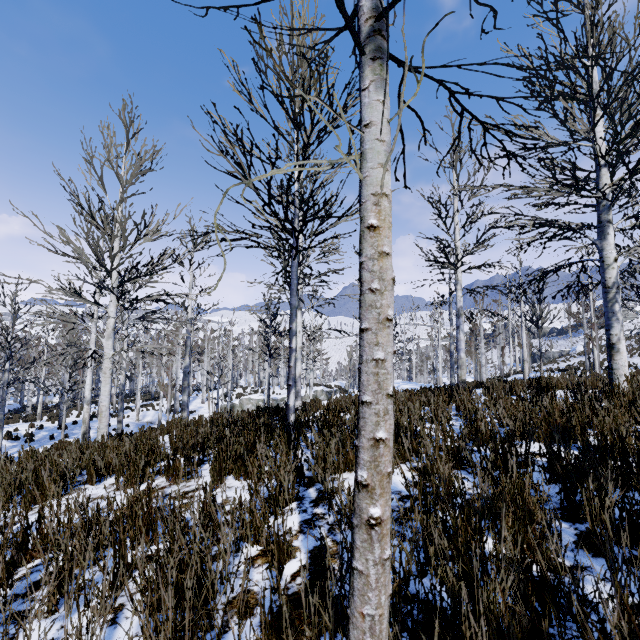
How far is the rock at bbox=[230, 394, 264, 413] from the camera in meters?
28.6

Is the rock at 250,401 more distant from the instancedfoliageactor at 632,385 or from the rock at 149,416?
the rock at 149,416

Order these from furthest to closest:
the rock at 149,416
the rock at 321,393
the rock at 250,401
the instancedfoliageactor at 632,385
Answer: the rock at 321,393 → the rock at 250,401 → the rock at 149,416 → the instancedfoliageactor at 632,385

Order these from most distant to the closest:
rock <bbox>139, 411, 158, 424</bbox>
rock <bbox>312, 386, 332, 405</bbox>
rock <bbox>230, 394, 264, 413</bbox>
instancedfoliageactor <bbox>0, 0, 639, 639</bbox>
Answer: rock <bbox>312, 386, 332, 405</bbox> → rock <bbox>230, 394, 264, 413</bbox> → rock <bbox>139, 411, 158, 424</bbox> → instancedfoliageactor <bbox>0, 0, 639, 639</bbox>

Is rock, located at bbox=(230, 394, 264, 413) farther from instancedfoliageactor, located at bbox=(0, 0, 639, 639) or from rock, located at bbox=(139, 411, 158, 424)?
rock, located at bbox=(139, 411, 158, 424)

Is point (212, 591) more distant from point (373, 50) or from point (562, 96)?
point (562, 96)

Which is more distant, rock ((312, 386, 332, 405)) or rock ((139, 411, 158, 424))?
rock ((312, 386, 332, 405))
